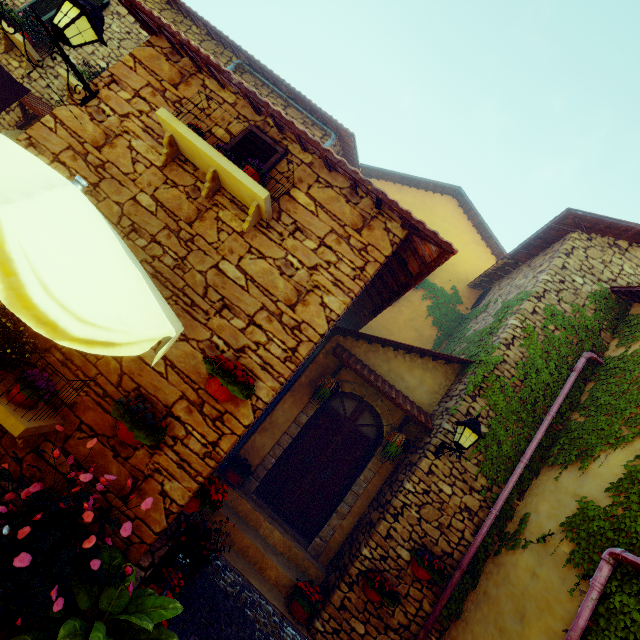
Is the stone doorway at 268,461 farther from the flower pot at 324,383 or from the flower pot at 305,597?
the flower pot at 305,597

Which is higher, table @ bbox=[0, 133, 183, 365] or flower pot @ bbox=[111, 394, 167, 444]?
table @ bbox=[0, 133, 183, 365]

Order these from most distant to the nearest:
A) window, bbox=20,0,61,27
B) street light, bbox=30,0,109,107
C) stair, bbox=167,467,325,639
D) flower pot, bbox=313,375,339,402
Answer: window, bbox=20,0,61,27 < flower pot, bbox=313,375,339,402 < stair, bbox=167,467,325,639 < street light, bbox=30,0,109,107

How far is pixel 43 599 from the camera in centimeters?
196cm

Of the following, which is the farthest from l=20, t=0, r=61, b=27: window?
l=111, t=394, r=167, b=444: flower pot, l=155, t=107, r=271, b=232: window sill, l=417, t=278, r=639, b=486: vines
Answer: l=417, t=278, r=639, b=486: vines

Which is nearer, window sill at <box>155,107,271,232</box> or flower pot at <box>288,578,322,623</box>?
window sill at <box>155,107,271,232</box>

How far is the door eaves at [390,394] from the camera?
6.18m

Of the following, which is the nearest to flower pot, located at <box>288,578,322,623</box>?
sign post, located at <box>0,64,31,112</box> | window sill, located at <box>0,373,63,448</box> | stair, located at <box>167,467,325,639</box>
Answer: stair, located at <box>167,467,325,639</box>
